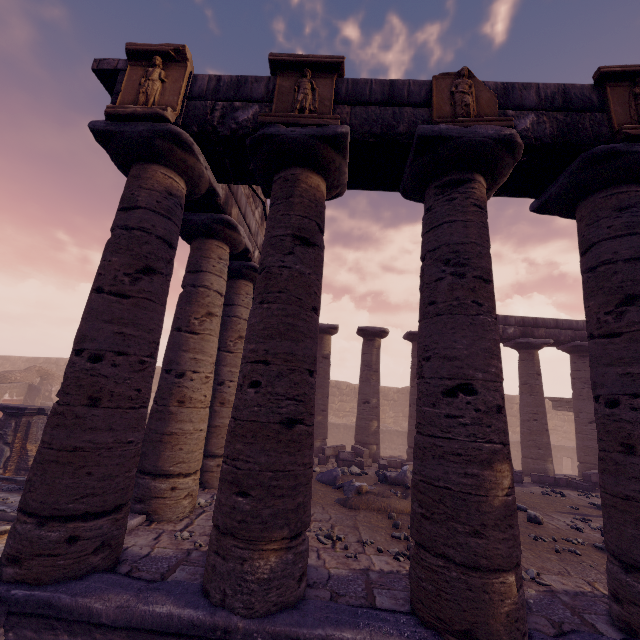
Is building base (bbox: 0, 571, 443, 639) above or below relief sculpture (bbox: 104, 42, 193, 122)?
below

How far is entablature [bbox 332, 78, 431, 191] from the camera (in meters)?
4.30

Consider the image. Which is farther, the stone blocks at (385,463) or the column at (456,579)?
the stone blocks at (385,463)

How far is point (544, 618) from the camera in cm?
346

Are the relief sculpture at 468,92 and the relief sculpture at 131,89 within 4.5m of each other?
yes

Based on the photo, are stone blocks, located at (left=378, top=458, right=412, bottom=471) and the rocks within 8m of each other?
yes

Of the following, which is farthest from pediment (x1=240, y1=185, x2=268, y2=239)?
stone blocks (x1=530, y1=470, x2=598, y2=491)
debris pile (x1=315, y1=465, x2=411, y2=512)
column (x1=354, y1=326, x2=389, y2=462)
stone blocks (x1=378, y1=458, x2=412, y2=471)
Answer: stone blocks (x1=530, y1=470, x2=598, y2=491)

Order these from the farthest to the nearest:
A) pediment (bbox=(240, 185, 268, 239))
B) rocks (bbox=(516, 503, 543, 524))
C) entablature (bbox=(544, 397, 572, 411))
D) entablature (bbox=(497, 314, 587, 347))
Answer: entablature (bbox=(544, 397, 572, 411)), entablature (bbox=(497, 314, 587, 347)), pediment (bbox=(240, 185, 268, 239)), rocks (bbox=(516, 503, 543, 524))
